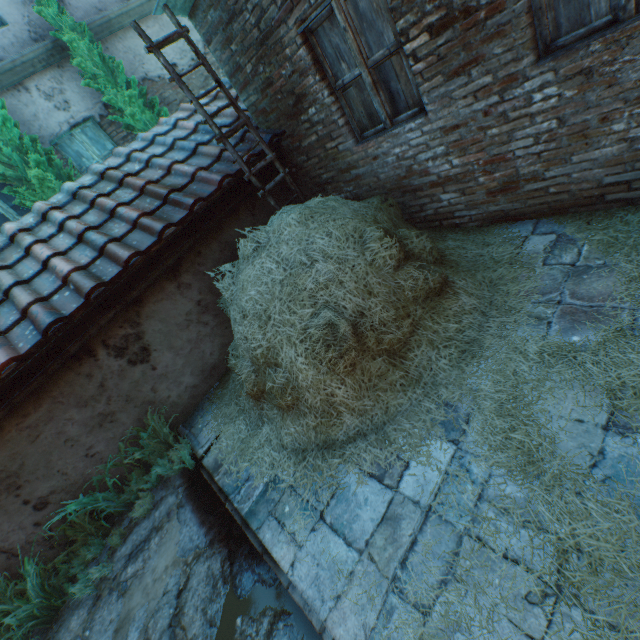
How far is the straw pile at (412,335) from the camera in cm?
268

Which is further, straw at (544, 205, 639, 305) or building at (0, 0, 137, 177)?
building at (0, 0, 137, 177)

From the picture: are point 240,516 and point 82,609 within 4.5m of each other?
yes

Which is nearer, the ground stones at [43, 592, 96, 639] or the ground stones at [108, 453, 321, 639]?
the ground stones at [108, 453, 321, 639]

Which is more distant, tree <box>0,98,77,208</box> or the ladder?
tree <box>0,98,77,208</box>

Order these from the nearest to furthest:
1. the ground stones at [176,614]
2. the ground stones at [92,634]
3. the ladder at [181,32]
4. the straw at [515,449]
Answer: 1. the straw at [515,449]
2. the ground stones at [176,614]
3. the ground stones at [92,634]
4. the ladder at [181,32]

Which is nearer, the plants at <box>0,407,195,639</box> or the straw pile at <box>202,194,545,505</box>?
the straw pile at <box>202,194,545,505</box>

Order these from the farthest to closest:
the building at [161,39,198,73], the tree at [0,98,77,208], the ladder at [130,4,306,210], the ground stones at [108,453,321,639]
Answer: the building at [161,39,198,73] < the tree at [0,98,77,208] < the ladder at [130,4,306,210] < the ground stones at [108,453,321,639]
